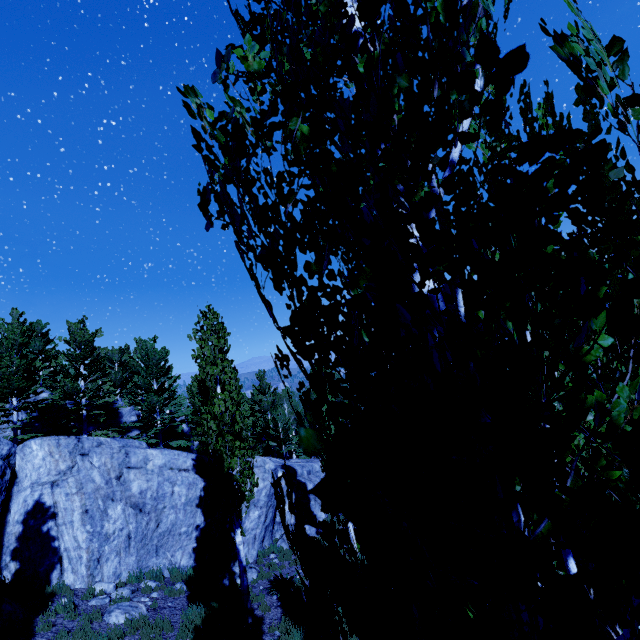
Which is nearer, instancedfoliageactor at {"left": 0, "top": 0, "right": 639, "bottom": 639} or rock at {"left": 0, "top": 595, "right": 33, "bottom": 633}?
instancedfoliageactor at {"left": 0, "top": 0, "right": 639, "bottom": 639}

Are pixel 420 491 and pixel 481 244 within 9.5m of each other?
yes

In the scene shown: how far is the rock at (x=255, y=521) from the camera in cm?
1630

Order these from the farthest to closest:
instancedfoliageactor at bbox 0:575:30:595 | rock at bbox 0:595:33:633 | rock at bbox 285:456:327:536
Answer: rock at bbox 285:456:327:536
instancedfoliageactor at bbox 0:575:30:595
rock at bbox 0:595:33:633

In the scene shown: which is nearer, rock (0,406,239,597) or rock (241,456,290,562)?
rock (0,406,239,597)

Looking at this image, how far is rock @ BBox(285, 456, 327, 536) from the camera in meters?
20.5

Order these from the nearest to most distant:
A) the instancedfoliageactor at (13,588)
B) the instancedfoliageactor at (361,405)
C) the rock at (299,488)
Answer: the instancedfoliageactor at (361,405) < the instancedfoliageactor at (13,588) < the rock at (299,488)
